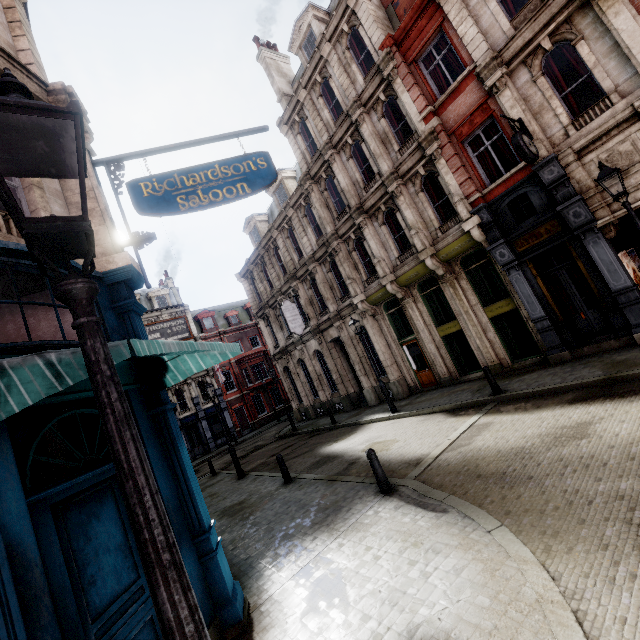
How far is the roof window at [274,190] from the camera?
22.2m

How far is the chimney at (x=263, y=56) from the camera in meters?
20.6 m

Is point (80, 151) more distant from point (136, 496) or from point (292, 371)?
point (292, 371)

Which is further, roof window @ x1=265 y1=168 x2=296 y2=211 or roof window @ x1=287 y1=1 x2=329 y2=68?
roof window @ x1=265 y1=168 x2=296 y2=211

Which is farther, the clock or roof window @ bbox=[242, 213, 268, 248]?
roof window @ bbox=[242, 213, 268, 248]

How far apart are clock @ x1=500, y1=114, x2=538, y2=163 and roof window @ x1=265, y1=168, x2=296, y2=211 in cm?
1405

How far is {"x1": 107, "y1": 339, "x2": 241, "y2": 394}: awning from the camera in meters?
2.8 m

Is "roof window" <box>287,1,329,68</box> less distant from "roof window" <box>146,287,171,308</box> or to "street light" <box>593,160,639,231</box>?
"street light" <box>593,160,639,231</box>
